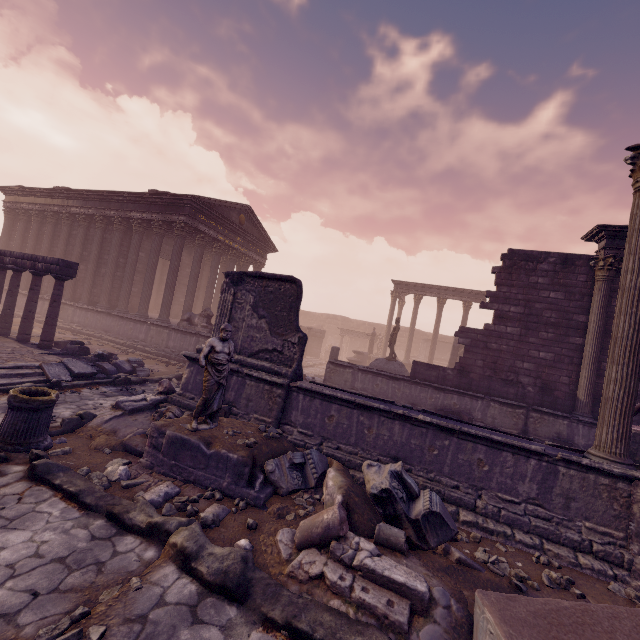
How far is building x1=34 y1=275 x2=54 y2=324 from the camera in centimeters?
1797cm

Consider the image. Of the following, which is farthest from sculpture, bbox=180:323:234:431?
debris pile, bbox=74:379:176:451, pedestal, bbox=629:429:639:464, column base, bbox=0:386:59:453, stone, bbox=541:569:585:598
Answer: pedestal, bbox=629:429:639:464

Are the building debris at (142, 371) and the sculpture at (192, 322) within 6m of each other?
yes

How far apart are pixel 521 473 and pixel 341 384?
8.27m

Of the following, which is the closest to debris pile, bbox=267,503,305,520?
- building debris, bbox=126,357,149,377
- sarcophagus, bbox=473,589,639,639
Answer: sarcophagus, bbox=473,589,639,639

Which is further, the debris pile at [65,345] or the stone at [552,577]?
the debris pile at [65,345]

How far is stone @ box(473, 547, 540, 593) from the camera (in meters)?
4.13

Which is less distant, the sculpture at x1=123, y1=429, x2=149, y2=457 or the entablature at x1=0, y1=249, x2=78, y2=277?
the sculpture at x1=123, y1=429, x2=149, y2=457
